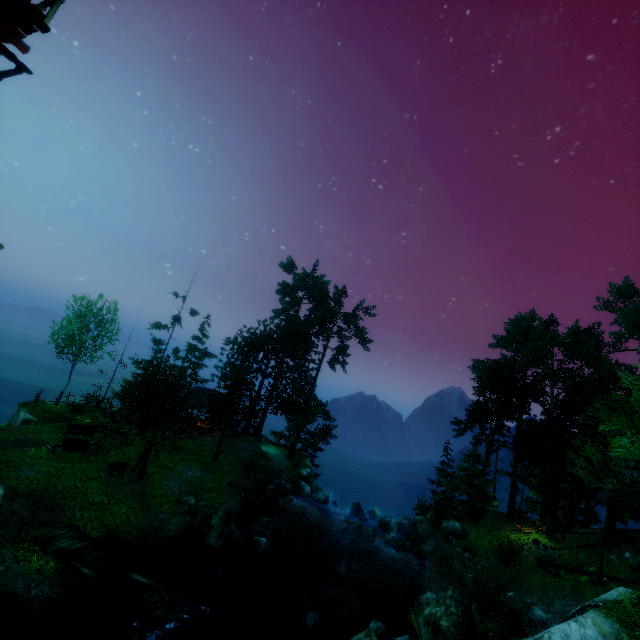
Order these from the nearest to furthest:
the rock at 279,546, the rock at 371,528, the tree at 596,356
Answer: Answer: the tree at 596,356 < the rock at 279,546 < the rock at 371,528

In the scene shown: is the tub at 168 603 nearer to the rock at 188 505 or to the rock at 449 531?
the rock at 188 505

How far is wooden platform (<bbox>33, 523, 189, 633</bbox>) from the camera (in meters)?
11.24

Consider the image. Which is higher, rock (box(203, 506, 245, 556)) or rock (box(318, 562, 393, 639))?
rock (box(203, 506, 245, 556))

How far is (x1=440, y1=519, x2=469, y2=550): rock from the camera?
22.66m

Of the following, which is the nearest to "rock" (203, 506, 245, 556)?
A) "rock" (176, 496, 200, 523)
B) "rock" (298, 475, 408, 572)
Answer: "rock" (176, 496, 200, 523)

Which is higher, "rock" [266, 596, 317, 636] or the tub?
the tub

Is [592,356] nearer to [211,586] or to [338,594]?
[338,594]
